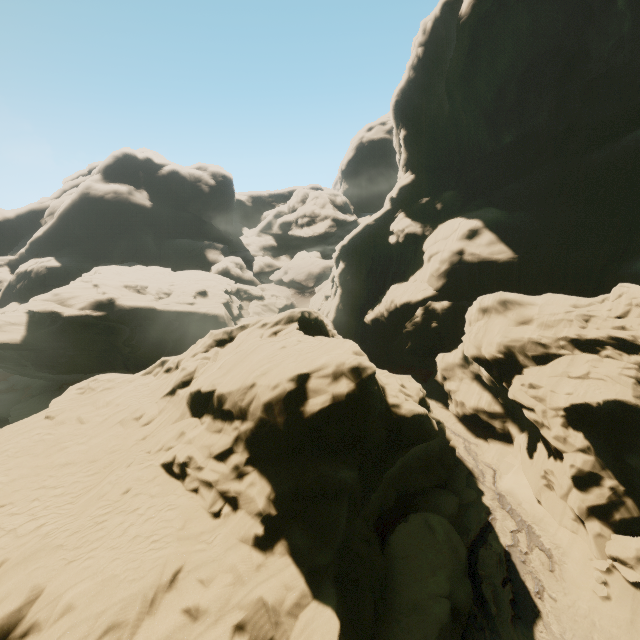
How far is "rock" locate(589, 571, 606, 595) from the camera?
13.0 meters

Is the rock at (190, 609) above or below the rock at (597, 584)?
above

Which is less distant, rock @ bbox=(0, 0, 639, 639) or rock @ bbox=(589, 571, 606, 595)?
rock @ bbox=(0, 0, 639, 639)

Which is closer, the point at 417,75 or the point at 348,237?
the point at 417,75

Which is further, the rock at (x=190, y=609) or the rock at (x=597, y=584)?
the rock at (x=597, y=584)

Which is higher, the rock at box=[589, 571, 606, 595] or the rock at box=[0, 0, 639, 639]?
the rock at box=[0, 0, 639, 639]
